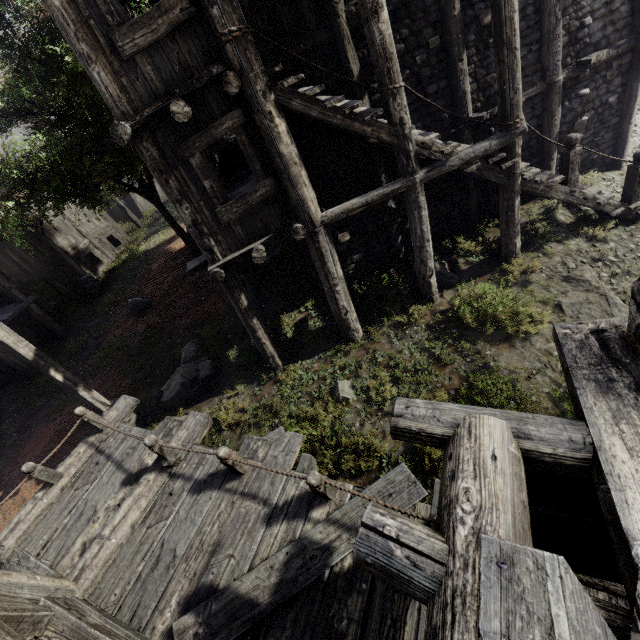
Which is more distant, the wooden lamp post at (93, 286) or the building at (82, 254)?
the building at (82, 254)

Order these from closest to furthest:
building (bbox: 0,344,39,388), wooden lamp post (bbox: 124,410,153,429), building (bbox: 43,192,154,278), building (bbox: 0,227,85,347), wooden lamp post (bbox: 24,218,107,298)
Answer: wooden lamp post (bbox: 124,410,153,429) → building (bbox: 0,344,39,388) → building (bbox: 0,227,85,347) → wooden lamp post (bbox: 24,218,107,298) → building (bbox: 43,192,154,278)

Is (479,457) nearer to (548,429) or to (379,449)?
(548,429)

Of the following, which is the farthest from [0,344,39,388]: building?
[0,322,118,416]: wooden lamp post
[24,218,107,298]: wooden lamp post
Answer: [0,322,118,416]: wooden lamp post

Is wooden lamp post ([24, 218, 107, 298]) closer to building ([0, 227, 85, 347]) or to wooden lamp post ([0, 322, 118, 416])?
building ([0, 227, 85, 347])

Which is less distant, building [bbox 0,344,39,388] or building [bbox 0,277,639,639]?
building [bbox 0,277,639,639]

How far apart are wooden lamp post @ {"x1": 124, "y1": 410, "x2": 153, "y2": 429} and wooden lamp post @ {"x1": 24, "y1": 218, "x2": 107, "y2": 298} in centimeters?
1090cm

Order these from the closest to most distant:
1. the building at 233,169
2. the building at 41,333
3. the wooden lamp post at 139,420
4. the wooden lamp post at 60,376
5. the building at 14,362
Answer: the building at 233,169 < the wooden lamp post at 60,376 < the wooden lamp post at 139,420 < the building at 14,362 < the building at 41,333
